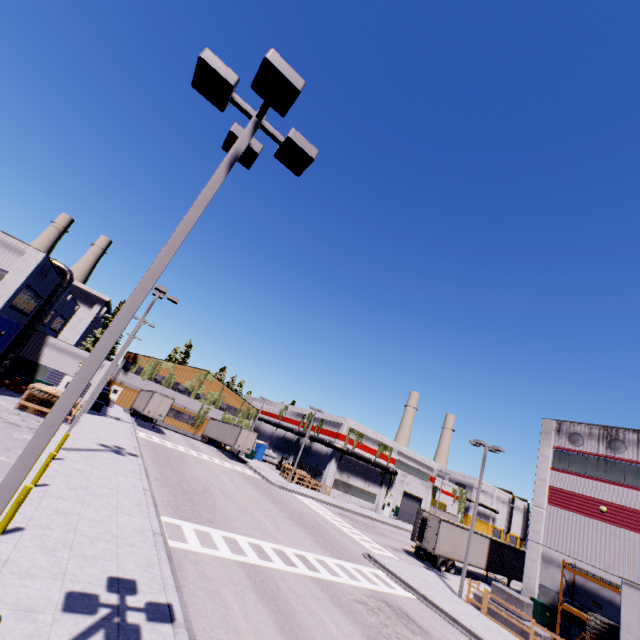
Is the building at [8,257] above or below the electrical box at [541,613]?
above

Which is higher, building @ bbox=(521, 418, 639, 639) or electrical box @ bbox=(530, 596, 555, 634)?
building @ bbox=(521, 418, 639, 639)

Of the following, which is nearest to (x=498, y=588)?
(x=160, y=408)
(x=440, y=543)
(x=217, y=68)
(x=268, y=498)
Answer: (x=440, y=543)

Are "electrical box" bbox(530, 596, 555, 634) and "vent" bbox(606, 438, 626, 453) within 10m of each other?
no

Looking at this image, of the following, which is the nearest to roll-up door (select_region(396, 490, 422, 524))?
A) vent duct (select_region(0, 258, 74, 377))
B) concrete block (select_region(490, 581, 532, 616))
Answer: vent duct (select_region(0, 258, 74, 377))

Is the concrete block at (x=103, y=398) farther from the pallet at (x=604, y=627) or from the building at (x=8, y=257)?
the pallet at (x=604, y=627)

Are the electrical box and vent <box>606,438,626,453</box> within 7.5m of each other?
no

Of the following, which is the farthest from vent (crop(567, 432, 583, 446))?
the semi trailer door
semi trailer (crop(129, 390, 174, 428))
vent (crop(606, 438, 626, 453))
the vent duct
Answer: the vent duct
